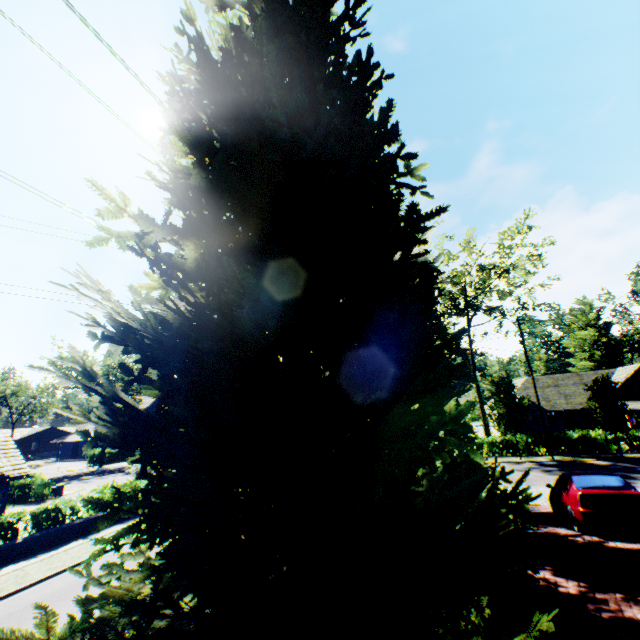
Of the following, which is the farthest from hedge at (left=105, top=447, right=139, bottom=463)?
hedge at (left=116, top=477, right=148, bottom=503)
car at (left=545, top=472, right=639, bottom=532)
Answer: car at (left=545, top=472, right=639, bottom=532)

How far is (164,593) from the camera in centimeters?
157cm

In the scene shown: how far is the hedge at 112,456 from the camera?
50.2 meters

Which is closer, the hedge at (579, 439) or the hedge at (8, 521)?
the hedge at (8, 521)

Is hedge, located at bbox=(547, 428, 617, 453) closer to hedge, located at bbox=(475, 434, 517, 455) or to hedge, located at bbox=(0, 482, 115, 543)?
hedge, located at bbox=(475, 434, 517, 455)

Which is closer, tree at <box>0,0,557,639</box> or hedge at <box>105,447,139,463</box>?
tree at <box>0,0,557,639</box>

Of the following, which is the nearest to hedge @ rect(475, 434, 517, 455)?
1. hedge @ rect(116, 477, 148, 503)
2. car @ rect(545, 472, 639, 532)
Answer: car @ rect(545, 472, 639, 532)

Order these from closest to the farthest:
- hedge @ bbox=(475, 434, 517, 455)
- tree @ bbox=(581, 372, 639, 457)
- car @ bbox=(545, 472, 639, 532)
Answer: car @ bbox=(545, 472, 639, 532) < tree @ bbox=(581, 372, 639, 457) < hedge @ bbox=(475, 434, 517, 455)
